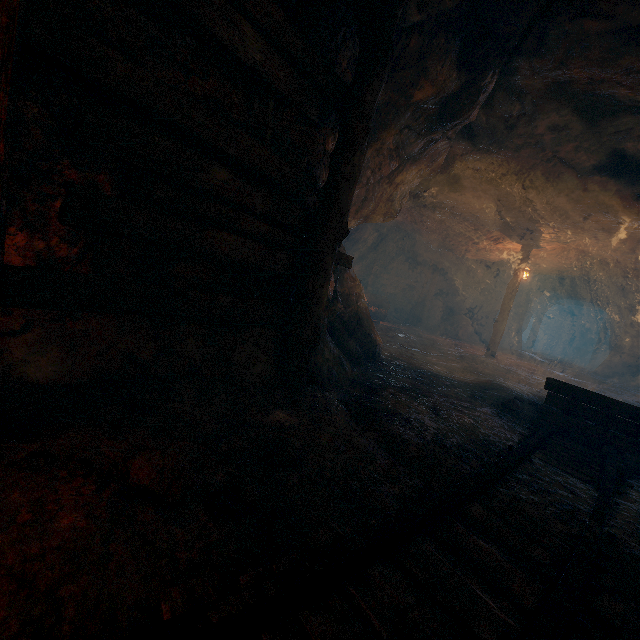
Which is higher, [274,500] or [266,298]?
[266,298]

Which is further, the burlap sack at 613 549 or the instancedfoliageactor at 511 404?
the instancedfoliageactor at 511 404

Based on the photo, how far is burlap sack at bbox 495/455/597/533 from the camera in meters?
2.5

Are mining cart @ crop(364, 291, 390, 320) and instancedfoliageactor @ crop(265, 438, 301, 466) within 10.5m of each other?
no

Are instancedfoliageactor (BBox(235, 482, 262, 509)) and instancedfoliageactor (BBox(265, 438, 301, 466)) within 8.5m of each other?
yes

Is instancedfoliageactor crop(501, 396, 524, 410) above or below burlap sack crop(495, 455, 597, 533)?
above

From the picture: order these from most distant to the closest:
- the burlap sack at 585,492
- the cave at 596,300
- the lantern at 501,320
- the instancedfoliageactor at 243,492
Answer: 1. the cave at 596,300
2. the lantern at 501,320
3. the burlap sack at 585,492
4. the instancedfoliageactor at 243,492

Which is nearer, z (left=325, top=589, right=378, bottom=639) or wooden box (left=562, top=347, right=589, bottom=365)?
z (left=325, top=589, right=378, bottom=639)
